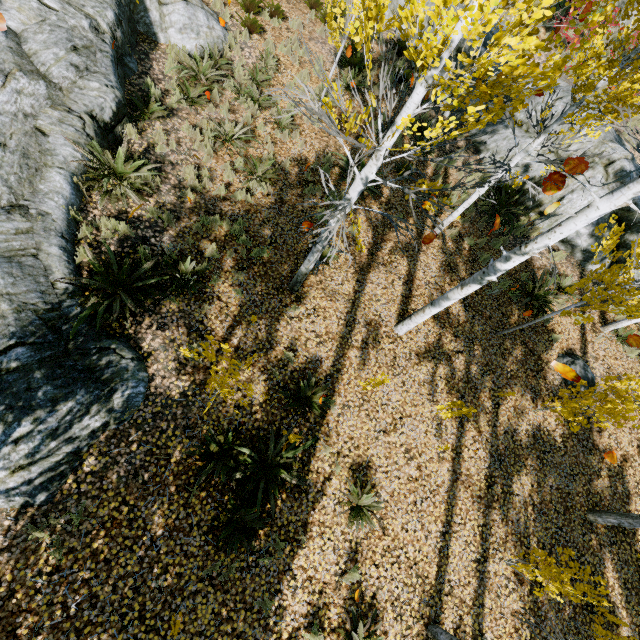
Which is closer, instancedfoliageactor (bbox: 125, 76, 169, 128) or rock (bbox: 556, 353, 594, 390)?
instancedfoliageactor (bbox: 125, 76, 169, 128)

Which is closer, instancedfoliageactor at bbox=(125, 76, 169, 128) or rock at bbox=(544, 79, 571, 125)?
instancedfoliageactor at bbox=(125, 76, 169, 128)

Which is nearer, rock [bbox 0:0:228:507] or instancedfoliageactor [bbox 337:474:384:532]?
rock [bbox 0:0:228:507]

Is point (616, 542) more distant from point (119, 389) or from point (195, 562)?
point (119, 389)

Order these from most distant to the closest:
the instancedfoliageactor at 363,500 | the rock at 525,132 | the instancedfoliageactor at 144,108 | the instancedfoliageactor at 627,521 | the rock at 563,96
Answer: the rock at 525,132 < the rock at 563,96 < the instancedfoliageactor at 144,108 < the instancedfoliageactor at 627,521 < the instancedfoliageactor at 363,500

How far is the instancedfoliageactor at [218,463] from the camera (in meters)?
5.01

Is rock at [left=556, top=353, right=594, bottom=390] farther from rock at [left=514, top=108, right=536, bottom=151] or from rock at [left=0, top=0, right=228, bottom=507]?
rock at [left=0, top=0, right=228, bottom=507]
